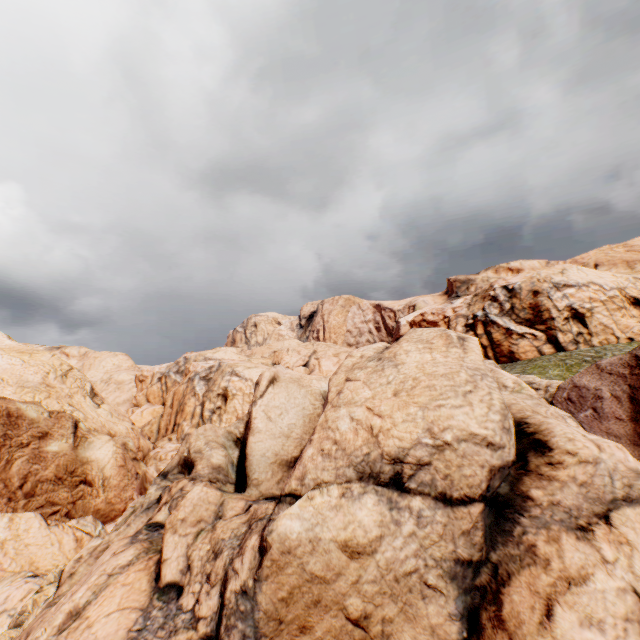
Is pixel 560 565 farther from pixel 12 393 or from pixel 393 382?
pixel 12 393
